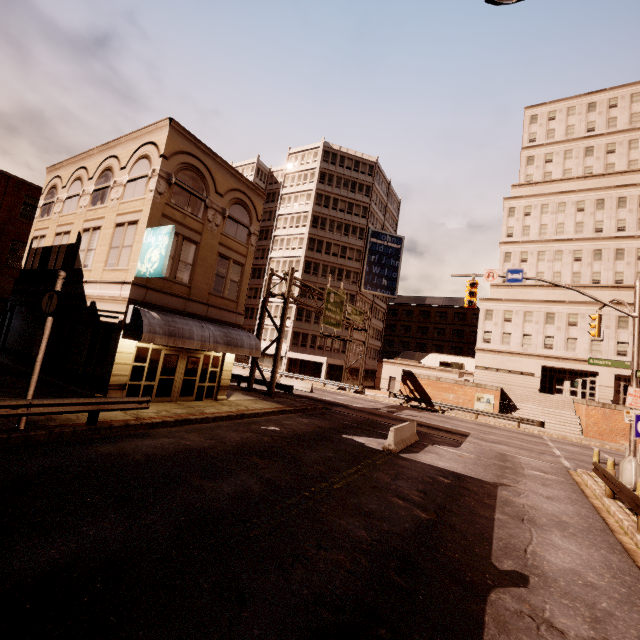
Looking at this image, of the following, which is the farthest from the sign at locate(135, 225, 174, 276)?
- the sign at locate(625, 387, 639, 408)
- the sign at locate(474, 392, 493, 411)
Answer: the sign at locate(474, 392, 493, 411)

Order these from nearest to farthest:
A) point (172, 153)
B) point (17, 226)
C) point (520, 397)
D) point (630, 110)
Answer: point (172, 153) < point (17, 226) < point (520, 397) < point (630, 110)

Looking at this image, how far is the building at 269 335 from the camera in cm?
5016

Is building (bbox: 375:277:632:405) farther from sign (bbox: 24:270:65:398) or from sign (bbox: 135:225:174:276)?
sign (bbox: 24:270:65:398)

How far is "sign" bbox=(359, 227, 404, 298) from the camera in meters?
52.2

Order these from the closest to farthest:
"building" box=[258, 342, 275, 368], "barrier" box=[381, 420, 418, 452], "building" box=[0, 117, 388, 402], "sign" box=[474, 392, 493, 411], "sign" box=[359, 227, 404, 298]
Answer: "barrier" box=[381, 420, 418, 452] < "building" box=[0, 117, 388, 402] < "sign" box=[474, 392, 493, 411] < "building" box=[258, 342, 275, 368] < "sign" box=[359, 227, 404, 298]

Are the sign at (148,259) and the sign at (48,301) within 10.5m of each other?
yes

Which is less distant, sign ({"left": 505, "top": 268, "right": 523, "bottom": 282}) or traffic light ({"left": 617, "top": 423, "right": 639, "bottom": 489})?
traffic light ({"left": 617, "top": 423, "right": 639, "bottom": 489})
